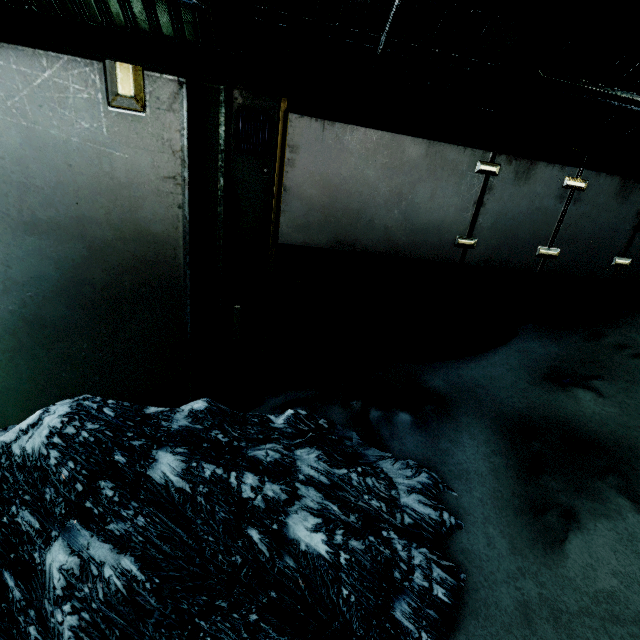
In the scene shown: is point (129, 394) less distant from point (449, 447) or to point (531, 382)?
point (449, 447)
